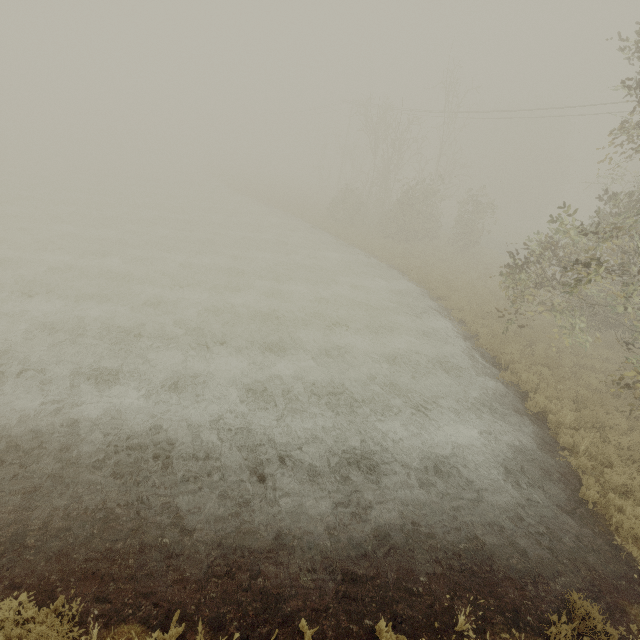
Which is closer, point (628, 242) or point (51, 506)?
point (51, 506)
